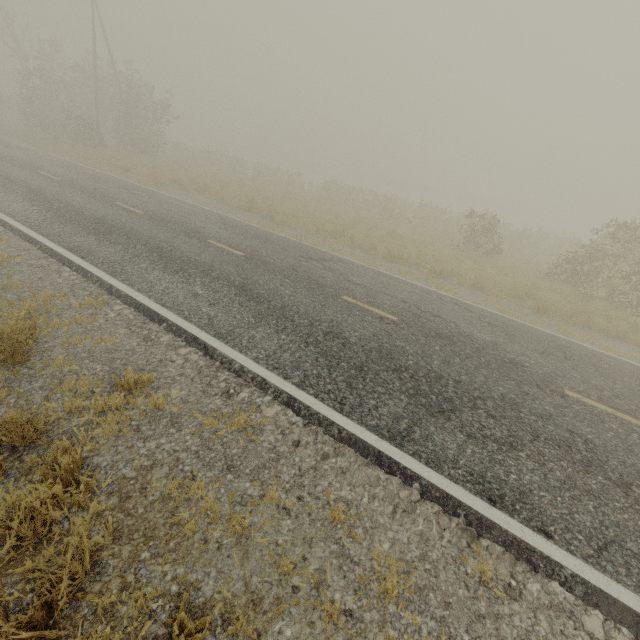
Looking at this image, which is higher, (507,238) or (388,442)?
(507,238)
